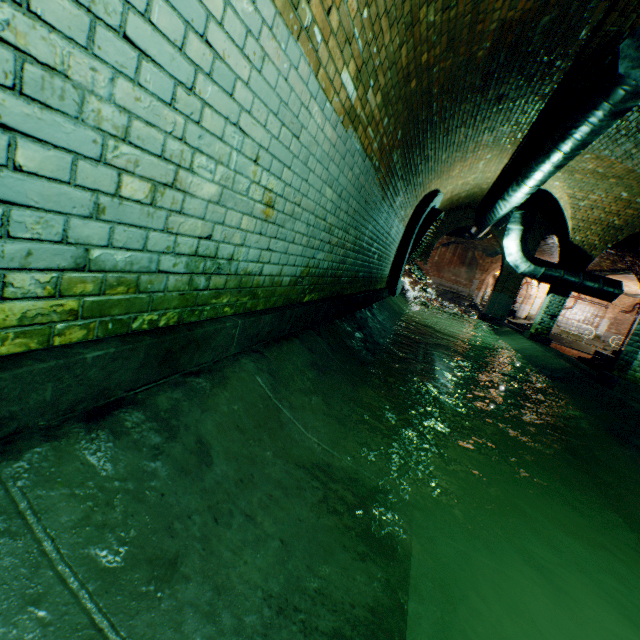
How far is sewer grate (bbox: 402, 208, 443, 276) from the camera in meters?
9.0

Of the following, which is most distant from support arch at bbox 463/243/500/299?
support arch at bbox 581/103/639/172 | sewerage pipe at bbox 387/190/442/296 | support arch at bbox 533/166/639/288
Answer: support arch at bbox 581/103/639/172

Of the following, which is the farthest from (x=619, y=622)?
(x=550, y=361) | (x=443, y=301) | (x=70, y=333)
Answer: (x=443, y=301)

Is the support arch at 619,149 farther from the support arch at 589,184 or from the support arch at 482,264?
the support arch at 482,264

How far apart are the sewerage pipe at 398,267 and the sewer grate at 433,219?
0.0 meters

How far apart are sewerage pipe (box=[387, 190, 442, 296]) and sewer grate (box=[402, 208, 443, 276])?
0.01m

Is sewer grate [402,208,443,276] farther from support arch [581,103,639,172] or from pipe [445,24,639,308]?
support arch [581,103,639,172]

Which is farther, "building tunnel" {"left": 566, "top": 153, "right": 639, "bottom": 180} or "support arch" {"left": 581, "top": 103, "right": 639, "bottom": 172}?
"building tunnel" {"left": 566, "top": 153, "right": 639, "bottom": 180}
